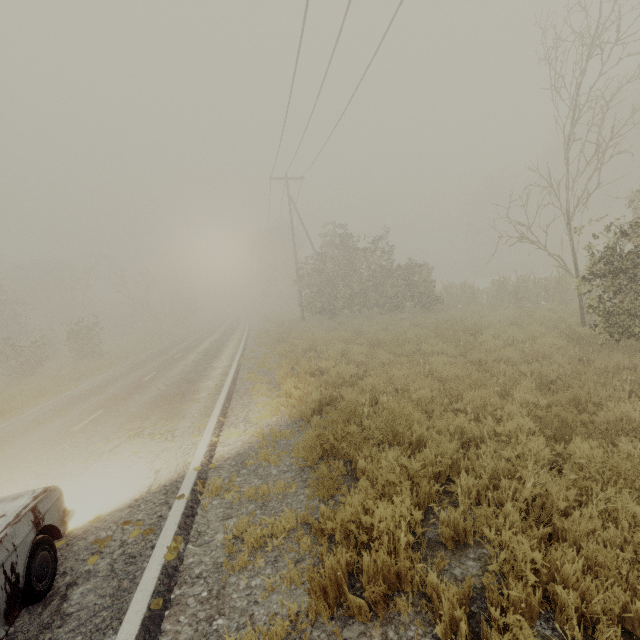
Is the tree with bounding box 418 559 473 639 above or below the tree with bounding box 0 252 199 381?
below

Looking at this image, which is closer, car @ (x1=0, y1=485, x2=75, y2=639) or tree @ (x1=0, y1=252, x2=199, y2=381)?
car @ (x1=0, y1=485, x2=75, y2=639)

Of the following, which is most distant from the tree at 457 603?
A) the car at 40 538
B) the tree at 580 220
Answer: the tree at 580 220

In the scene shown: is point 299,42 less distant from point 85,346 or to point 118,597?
point 118,597

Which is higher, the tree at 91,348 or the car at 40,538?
the tree at 91,348

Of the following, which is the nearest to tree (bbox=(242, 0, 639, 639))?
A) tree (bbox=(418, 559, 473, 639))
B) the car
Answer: the car

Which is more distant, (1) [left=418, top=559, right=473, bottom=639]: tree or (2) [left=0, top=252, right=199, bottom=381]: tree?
(2) [left=0, top=252, right=199, bottom=381]: tree
